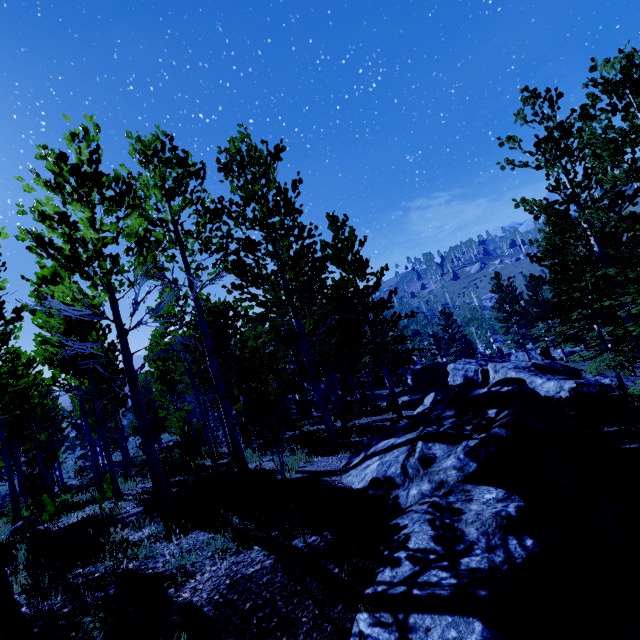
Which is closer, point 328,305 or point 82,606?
point 82,606

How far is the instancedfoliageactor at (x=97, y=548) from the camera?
4.6m

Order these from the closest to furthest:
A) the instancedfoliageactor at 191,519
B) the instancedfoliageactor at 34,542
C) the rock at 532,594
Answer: the rock at 532,594 → the instancedfoliageactor at 34,542 → the instancedfoliageactor at 191,519

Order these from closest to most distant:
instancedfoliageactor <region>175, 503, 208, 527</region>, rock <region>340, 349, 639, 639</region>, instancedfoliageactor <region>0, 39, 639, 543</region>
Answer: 1. rock <region>340, 349, 639, 639</region>
2. instancedfoliageactor <region>175, 503, 208, 527</region>
3. instancedfoliageactor <region>0, 39, 639, 543</region>

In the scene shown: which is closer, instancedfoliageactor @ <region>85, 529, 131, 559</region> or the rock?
the rock

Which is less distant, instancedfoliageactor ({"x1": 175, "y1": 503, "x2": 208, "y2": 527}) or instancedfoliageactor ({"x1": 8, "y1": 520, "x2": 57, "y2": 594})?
instancedfoliageactor ({"x1": 8, "y1": 520, "x2": 57, "y2": 594})

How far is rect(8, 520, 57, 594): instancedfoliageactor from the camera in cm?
428
